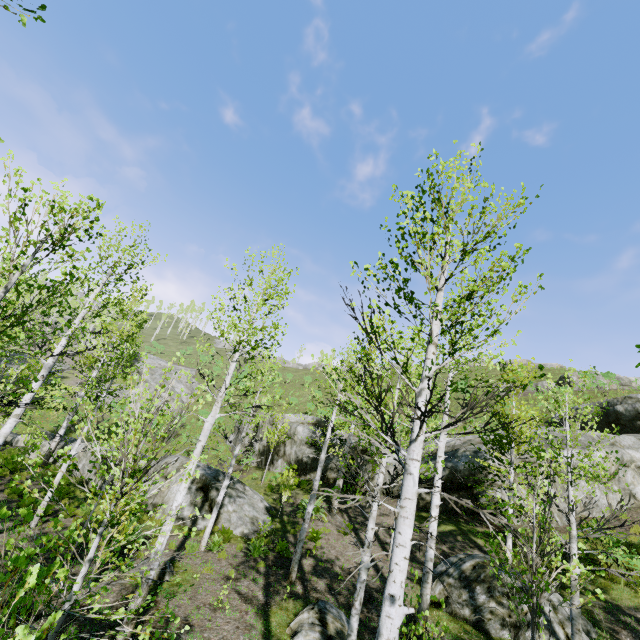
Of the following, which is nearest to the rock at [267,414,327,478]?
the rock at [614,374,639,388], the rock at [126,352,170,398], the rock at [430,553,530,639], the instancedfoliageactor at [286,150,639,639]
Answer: the rock at [430,553,530,639]

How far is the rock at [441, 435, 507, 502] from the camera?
15.42m

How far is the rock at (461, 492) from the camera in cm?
1542

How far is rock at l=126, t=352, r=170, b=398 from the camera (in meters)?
34.54

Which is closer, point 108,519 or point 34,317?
point 108,519

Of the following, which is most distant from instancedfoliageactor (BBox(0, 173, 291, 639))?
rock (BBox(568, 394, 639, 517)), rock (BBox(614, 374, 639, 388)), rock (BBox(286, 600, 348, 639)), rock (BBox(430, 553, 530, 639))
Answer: rock (BBox(614, 374, 639, 388))

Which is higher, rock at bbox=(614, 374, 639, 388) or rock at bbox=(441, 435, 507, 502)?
rock at bbox=(614, 374, 639, 388)

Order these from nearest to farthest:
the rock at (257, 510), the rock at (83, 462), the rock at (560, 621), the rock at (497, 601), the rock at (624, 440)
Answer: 1. the rock at (560, 621)
2. the rock at (497, 601)
3. the rock at (257, 510)
4. the rock at (624, 440)
5. the rock at (83, 462)
